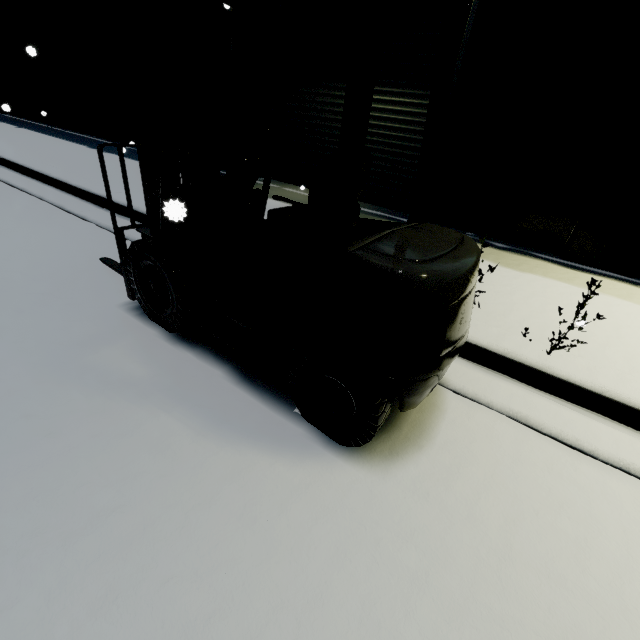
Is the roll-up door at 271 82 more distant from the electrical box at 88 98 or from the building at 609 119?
the electrical box at 88 98

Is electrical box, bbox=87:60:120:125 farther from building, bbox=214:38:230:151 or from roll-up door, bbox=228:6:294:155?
roll-up door, bbox=228:6:294:155

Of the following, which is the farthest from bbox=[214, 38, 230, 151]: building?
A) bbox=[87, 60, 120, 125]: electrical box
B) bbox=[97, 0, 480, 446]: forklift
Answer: bbox=[97, 0, 480, 446]: forklift

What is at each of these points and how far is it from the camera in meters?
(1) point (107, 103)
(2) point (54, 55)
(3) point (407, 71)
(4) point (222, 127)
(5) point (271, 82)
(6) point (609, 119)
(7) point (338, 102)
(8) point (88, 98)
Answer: (1) electrical box, 9.8 m
(2) building, 10.6 m
(3) roll-up door, 5.7 m
(4) building, 8.0 m
(5) roll-up door, 7.2 m
(6) building, 4.4 m
(7) roll-up door, 6.5 m
(8) electrical box, 10.2 m

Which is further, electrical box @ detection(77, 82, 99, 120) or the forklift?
electrical box @ detection(77, 82, 99, 120)

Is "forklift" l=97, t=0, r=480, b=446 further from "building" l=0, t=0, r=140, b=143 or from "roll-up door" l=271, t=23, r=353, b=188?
"building" l=0, t=0, r=140, b=143

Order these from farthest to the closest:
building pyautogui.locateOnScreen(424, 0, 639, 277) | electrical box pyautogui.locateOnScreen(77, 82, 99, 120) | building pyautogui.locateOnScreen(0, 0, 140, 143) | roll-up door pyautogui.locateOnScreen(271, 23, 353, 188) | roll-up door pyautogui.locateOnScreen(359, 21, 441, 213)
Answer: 1. electrical box pyautogui.locateOnScreen(77, 82, 99, 120)
2. building pyautogui.locateOnScreen(0, 0, 140, 143)
3. roll-up door pyautogui.locateOnScreen(271, 23, 353, 188)
4. roll-up door pyautogui.locateOnScreen(359, 21, 441, 213)
5. building pyautogui.locateOnScreen(424, 0, 639, 277)
